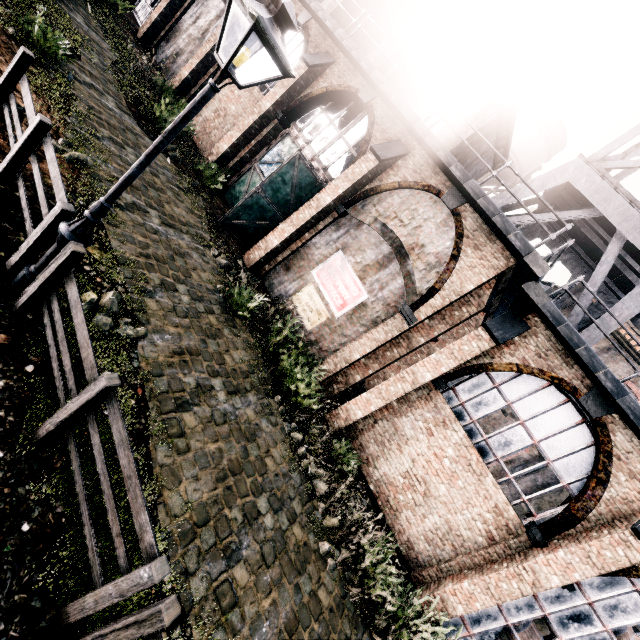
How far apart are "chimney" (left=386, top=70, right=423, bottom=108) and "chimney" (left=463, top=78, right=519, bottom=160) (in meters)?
4.91

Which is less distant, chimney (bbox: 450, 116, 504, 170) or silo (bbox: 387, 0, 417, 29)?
chimney (bbox: 450, 116, 504, 170)

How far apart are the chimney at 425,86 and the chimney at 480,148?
4.91m

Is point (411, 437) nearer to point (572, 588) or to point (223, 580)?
point (572, 588)

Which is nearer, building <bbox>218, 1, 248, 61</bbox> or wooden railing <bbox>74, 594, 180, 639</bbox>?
wooden railing <bbox>74, 594, 180, 639</bbox>

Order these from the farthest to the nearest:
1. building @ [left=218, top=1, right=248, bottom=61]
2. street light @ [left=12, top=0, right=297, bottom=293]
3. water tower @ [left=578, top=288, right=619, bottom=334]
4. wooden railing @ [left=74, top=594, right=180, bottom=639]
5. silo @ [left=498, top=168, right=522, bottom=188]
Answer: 1. silo @ [left=498, top=168, right=522, bottom=188]
2. building @ [left=218, top=1, right=248, bottom=61]
3. water tower @ [left=578, top=288, right=619, bottom=334]
4. street light @ [left=12, top=0, right=297, bottom=293]
5. wooden railing @ [left=74, top=594, right=180, bottom=639]

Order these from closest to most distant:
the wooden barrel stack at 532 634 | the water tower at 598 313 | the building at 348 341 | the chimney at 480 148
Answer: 1. the building at 348 341
2. the wooden barrel stack at 532 634
3. the water tower at 598 313
4. the chimney at 480 148

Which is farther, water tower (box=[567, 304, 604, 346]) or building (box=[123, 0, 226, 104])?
building (box=[123, 0, 226, 104])
